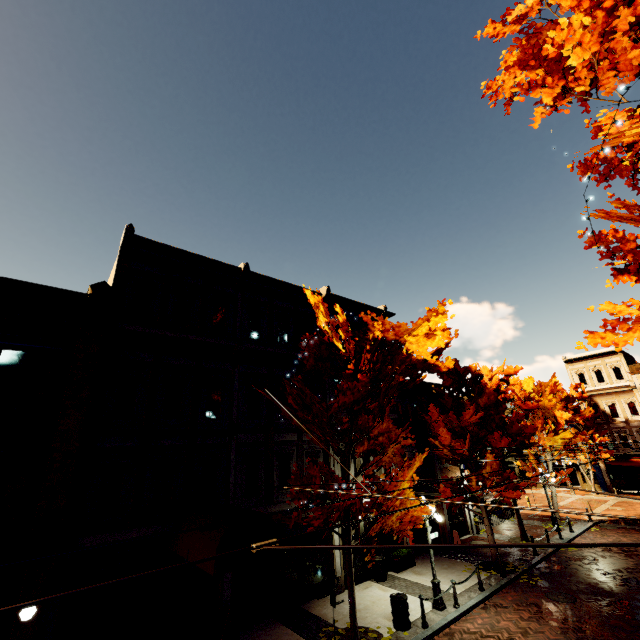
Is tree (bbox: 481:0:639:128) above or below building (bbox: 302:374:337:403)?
above

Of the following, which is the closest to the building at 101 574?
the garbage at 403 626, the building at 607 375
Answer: the garbage at 403 626

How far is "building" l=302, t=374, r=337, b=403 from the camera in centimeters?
1661cm

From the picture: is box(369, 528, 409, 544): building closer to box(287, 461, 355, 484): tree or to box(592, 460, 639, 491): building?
box(287, 461, 355, 484): tree

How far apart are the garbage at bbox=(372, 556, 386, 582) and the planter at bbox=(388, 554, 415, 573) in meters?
0.8

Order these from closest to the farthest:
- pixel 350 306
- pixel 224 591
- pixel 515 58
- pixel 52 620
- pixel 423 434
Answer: pixel 515 58 → pixel 52 620 → pixel 224 591 → pixel 350 306 → pixel 423 434

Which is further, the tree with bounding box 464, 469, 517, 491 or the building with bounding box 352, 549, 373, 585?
the tree with bounding box 464, 469, 517, 491

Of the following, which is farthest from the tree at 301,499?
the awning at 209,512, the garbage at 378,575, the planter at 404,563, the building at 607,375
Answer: the garbage at 378,575
